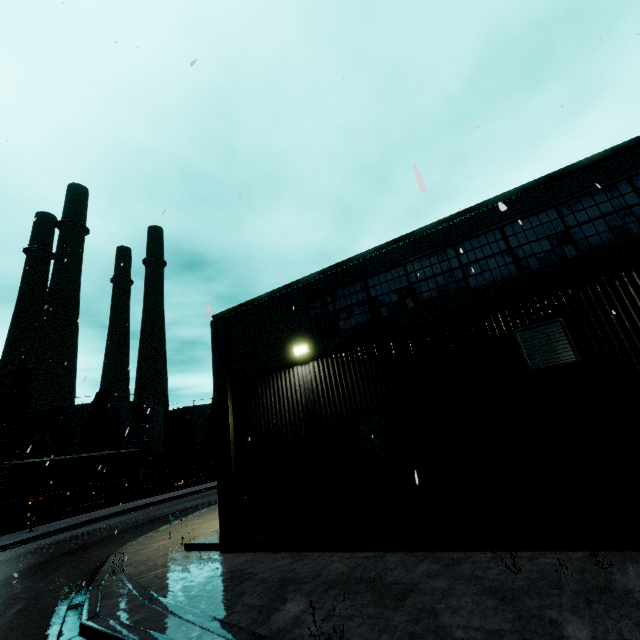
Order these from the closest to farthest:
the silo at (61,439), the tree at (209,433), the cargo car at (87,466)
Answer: the cargo car at (87,466), the silo at (61,439), the tree at (209,433)

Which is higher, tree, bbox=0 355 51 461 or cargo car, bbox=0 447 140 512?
tree, bbox=0 355 51 461

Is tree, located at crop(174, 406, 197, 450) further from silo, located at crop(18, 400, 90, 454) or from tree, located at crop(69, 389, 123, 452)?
tree, located at crop(69, 389, 123, 452)

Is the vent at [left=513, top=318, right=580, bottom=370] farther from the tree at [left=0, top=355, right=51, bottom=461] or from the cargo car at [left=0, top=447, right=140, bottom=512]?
the tree at [left=0, top=355, right=51, bottom=461]

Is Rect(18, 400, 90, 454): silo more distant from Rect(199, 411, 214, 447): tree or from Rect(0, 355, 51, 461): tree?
Rect(199, 411, 214, 447): tree

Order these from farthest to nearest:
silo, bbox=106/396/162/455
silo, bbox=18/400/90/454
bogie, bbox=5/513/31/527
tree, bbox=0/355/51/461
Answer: silo, bbox=106/396/162/455
silo, bbox=18/400/90/454
tree, bbox=0/355/51/461
bogie, bbox=5/513/31/527

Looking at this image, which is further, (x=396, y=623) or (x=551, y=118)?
(x=551, y=118)

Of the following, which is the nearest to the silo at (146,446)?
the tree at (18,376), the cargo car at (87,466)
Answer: the tree at (18,376)
